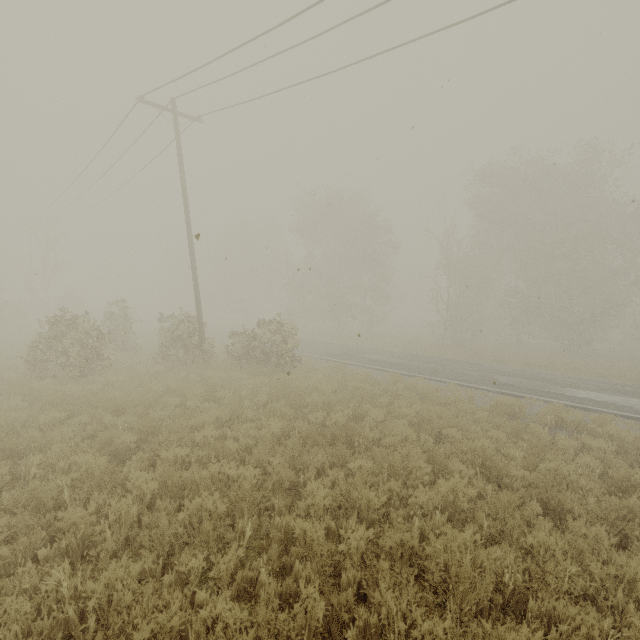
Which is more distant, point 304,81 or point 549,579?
point 304,81
